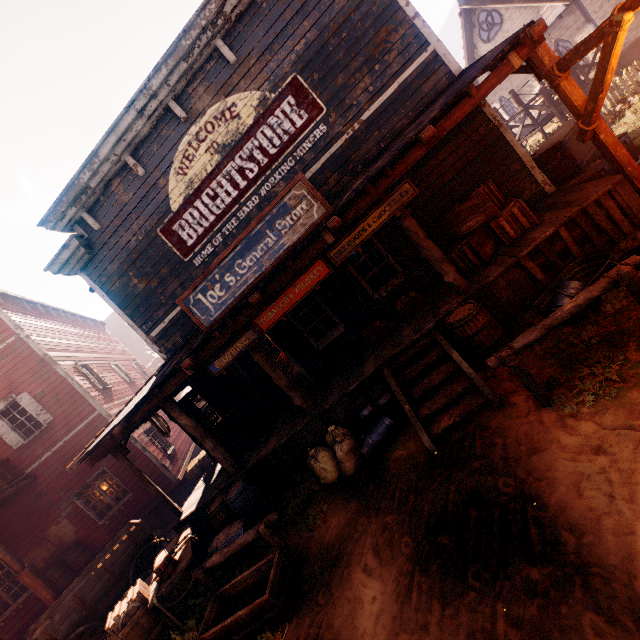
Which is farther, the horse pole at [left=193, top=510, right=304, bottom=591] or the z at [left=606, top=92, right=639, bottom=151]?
the z at [left=606, top=92, right=639, bottom=151]

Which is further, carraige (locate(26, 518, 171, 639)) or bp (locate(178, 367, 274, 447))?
bp (locate(178, 367, 274, 447))

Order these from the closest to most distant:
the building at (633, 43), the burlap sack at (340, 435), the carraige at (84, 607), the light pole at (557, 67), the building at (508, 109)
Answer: the light pole at (557, 67), the burlap sack at (340, 435), the carraige at (84, 607), the building at (633, 43), the building at (508, 109)

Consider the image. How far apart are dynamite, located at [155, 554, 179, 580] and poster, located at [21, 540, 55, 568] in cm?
822

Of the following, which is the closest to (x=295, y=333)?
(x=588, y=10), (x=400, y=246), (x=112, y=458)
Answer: (x=400, y=246)

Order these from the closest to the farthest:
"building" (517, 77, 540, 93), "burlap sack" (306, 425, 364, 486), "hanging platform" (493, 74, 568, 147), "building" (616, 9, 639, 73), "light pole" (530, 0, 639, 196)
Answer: "light pole" (530, 0, 639, 196) < "burlap sack" (306, 425, 364, 486) < "hanging platform" (493, 74, 568, 147) < "building" (616, 9, 639, 73) < "building" (517, 77, 540, 93)

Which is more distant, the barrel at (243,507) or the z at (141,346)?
the z at (141,346)

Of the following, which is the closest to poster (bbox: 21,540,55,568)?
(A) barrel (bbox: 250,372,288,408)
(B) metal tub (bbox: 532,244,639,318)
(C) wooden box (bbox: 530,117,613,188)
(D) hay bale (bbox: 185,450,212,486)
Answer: (D) hay bale (bbox: 185,450,212,486)
